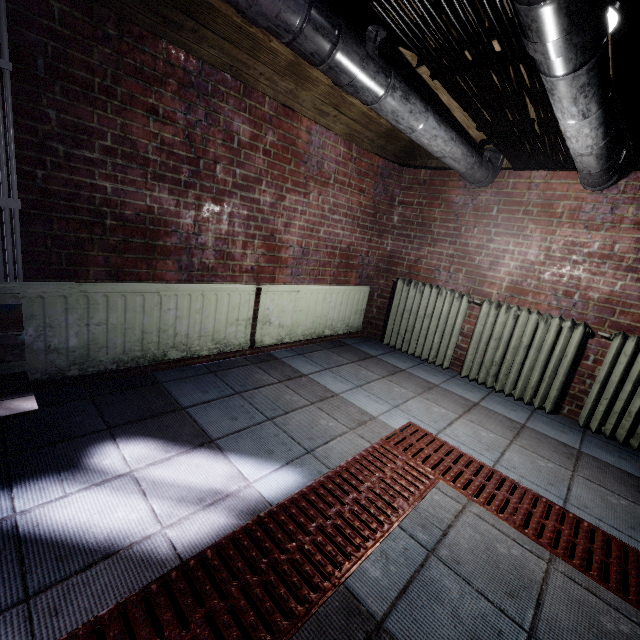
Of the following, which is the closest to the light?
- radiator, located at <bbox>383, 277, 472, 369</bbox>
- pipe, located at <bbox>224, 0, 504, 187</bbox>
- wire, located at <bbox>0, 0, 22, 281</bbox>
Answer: pipe, located at <bbox>224, 0, 504, 187</bbox>

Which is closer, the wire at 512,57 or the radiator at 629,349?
the wire at 512,57

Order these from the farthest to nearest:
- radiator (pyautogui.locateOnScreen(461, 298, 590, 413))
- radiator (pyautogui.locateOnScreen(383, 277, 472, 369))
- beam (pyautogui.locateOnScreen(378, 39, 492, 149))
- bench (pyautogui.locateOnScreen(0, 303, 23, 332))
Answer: radiator (pyautogui.locateOnScreen(383, 277, 472, 369)) < radiator (pyautogui.locateOnScreen(461, 298, 590, 413)) < beam (pyautogui.locateOnScreen(378, 39, 492, 149)) < bench (pyautogui.locateOnScreen(0, 303, 23, 332))

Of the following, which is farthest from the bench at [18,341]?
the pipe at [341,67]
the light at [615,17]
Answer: the light at [615,17]

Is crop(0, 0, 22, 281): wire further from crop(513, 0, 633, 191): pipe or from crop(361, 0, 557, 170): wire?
crop(513, 0, 633, 191): pipe

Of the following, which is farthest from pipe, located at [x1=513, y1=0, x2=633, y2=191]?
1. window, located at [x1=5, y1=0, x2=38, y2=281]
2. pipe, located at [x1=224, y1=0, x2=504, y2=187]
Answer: window, located at [x1=5, y1=0, x2=38, y2=281]

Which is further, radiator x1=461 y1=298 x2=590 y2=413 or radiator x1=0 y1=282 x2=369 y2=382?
radiator x1=461 y1=298 x2=590 y2=413

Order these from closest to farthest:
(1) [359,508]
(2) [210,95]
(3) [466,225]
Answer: (1) [359,508] → (2) [210,95] → (3) [466,225]
